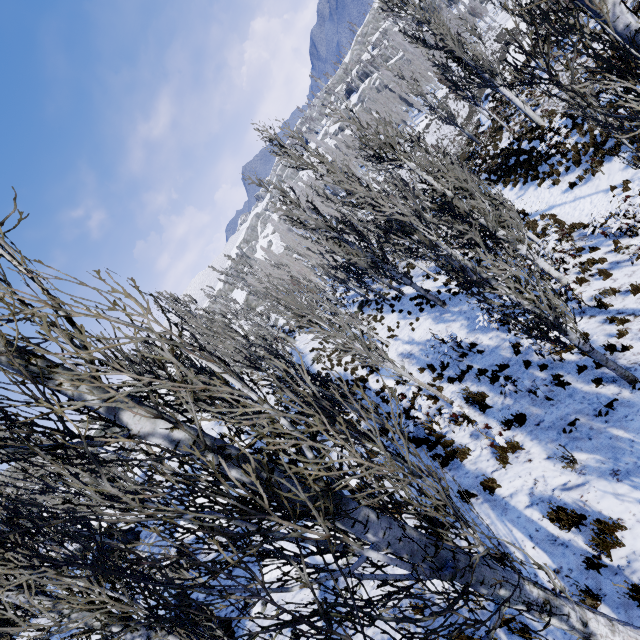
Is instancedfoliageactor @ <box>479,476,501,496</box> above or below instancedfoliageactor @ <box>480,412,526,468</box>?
above

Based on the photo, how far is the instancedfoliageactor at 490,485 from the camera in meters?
6.3 m

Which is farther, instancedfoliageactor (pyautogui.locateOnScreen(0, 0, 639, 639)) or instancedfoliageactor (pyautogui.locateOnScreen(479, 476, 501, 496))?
instancedfoliageactor (pyautogui.locateOnScreen(479, 476, 501, 496))

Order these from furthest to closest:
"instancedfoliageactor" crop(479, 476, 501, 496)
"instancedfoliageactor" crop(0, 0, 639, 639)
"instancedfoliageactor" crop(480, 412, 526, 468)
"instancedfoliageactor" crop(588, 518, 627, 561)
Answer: "instancedfoliageactor" crop(480, 412, 526, 468) < "instancedfoliageactor" crop(479, 476, 501, 496) < "instancedfoliageactor" crop(588, 518, 627, 561) < "instancedfoliageactor" crop(0, 0, 639, 639)

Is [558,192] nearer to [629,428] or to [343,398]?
[629,428]

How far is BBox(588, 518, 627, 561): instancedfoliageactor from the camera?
4.38m
